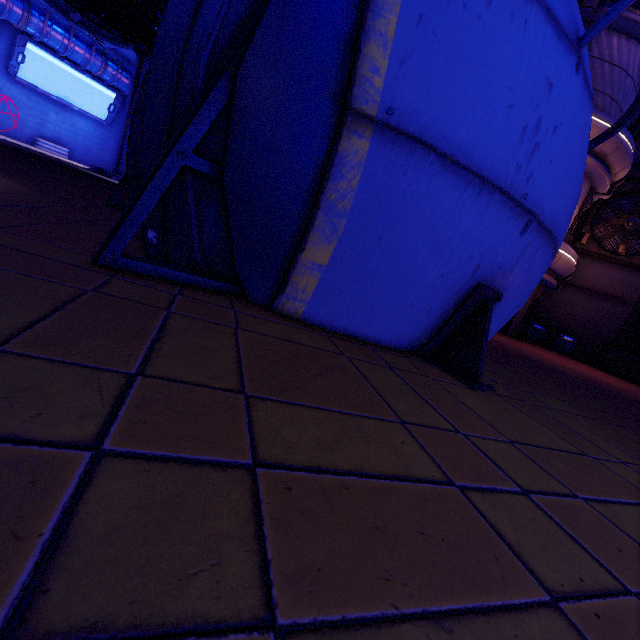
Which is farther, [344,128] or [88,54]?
[88,54]

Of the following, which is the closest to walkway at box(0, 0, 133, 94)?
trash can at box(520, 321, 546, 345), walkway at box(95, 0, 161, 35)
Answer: walkway at box(95, 0, 161, 35)

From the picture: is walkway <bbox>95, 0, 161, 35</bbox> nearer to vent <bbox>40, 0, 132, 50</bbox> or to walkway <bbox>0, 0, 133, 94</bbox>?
vent <bbox>40, 0, 132, 50</bbox>

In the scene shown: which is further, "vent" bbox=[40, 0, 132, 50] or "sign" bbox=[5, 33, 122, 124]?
"sign" bbox=[5, 33, 122, 124]

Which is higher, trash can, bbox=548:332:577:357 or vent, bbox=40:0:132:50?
vent, bbox=40:0:132:50

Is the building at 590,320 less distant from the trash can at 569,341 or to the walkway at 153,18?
the trash can at 569,341

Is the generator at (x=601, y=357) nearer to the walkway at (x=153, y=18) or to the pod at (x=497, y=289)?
the pod at (x=497, y=289)

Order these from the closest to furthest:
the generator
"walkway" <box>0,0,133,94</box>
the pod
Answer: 1. the pod
2. the generator
3. "walkway" <box>0,0,133,94</box>
